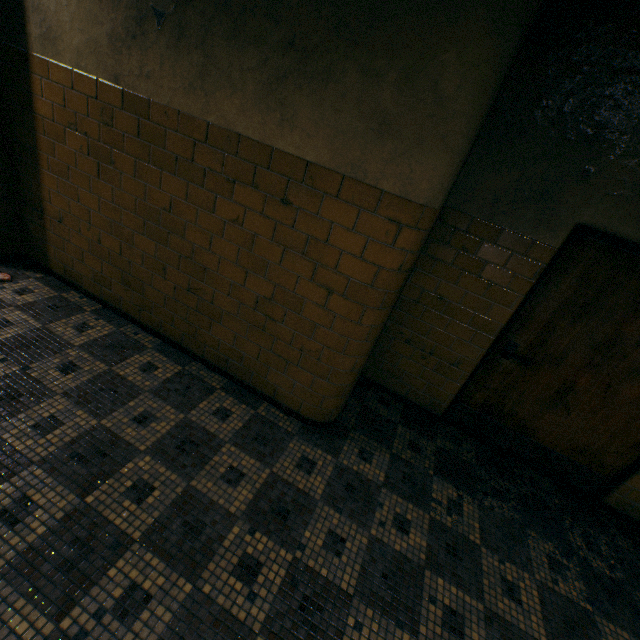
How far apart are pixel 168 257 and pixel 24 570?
2.1m
